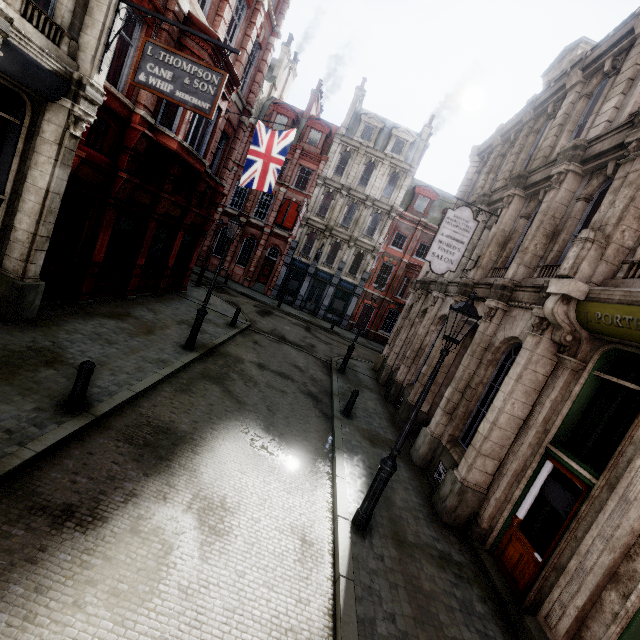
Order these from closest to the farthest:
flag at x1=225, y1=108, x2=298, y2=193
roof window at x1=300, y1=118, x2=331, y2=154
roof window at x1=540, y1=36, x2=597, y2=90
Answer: roof window at x1=540, y1=36, x2=597, y2=90, flag at x1=225, y1=108, x2=298, y2=193, roof window at x1=300, y1=118, x2=331, y2=154

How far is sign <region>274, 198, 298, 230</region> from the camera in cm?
2972

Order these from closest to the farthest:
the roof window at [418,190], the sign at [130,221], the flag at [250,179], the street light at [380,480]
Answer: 1. the street light at [380,480]
2. the sign at [130,221]
3. the flag at [250,179]
4. the roof window at [418,190]

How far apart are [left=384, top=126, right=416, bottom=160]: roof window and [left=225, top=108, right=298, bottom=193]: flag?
18.71m

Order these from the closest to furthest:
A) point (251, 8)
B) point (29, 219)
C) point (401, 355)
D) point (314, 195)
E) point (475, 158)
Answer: point (29, 219) → point (251, 8) → point (401, 355) → point (475, 158) → point (314, 195)

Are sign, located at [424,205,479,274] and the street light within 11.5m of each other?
yes

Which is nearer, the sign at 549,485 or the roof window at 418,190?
the sign at 549,485

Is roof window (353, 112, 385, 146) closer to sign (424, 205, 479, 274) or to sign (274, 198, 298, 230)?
sign (274, 198, 298, 230)
